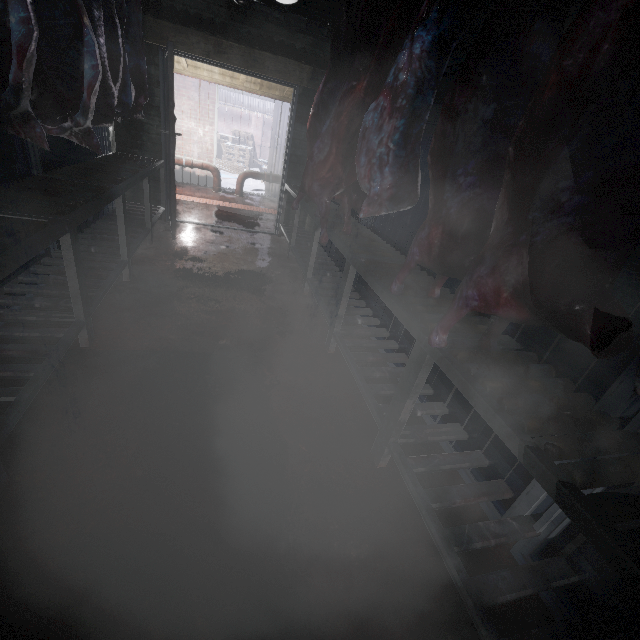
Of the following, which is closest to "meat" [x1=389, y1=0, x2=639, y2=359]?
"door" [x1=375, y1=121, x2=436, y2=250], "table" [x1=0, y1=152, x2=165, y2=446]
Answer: "table" [x1=0, y1=152, x2=165, y2=446]

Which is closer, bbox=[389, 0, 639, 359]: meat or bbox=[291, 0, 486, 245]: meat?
bbox=[389, 0, 639, 359]: meat

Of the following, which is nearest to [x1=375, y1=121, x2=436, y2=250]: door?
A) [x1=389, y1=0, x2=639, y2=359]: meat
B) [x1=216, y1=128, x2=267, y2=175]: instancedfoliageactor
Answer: [x1=389, y1=0, x2=639, y2=359]: meat

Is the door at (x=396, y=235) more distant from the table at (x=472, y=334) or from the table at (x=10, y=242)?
the table at (x=10, y=242)

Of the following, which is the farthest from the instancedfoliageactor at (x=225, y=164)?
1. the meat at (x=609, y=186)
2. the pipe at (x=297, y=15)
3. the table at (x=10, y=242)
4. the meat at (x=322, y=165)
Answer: the meat at (x=609, y=186)

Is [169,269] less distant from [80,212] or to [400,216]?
[80,212]

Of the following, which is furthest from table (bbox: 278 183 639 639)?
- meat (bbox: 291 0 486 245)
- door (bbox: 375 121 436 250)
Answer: door (bbox: 375 121 436 250)

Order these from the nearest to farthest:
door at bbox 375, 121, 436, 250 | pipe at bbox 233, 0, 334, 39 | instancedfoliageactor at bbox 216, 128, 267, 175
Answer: pipe at bbox 233, 0, 334, 39
door at bbox 375, 121, 436, 250
instancedfoliageactor at bbox 216, 128, 267, 175
